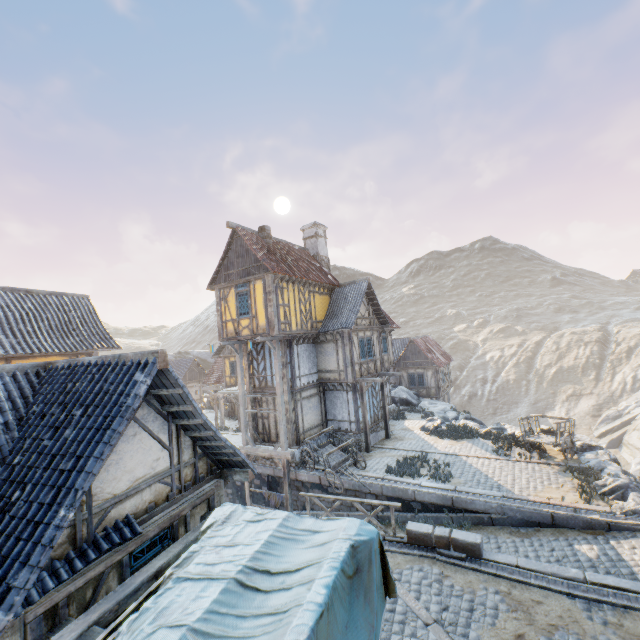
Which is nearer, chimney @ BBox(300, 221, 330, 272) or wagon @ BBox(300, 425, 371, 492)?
wagon @ BBox(300, 425, 371, 492)

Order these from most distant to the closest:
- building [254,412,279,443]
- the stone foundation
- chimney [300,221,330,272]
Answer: chimney [300,221,330,272], the stone foundation, building [254,412,279,443]

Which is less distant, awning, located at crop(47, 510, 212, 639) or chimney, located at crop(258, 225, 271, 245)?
awning, located at crop(47, 510, 212, 639)

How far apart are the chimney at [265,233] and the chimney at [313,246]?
4.6m

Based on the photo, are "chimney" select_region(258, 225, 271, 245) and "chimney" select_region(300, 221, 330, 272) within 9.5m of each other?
yes

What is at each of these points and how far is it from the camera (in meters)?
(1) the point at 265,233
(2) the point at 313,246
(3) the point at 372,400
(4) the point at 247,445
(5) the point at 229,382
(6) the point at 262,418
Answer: (1) chimney, 17.98
(2) chimney, 22.55
(3) building, 19.89
(4) wooden structure, 17.78
(5) building, 31.05
(6) building, 18.31

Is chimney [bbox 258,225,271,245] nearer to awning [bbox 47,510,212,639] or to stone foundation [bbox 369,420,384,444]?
stone foundation [bbox 369,420,384,444]

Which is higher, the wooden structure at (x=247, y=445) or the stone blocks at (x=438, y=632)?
the wooden structure at (x=247, y=445)
